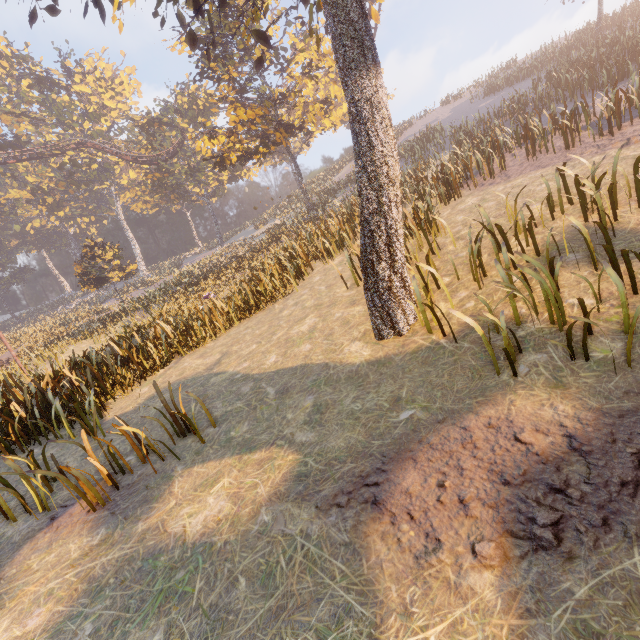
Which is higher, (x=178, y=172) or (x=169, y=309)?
(x=178, y=172)
